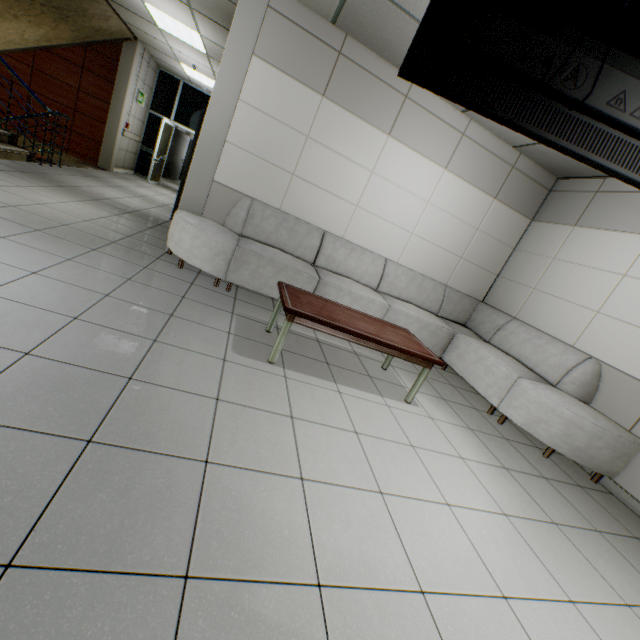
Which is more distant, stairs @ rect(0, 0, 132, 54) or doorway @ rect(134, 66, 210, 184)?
doorway @ rect(134, 66, 210, 184)

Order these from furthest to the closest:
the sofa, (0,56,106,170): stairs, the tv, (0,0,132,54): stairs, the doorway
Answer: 1. the doorway
2. (0,0,132,54): stairs
3. (0,56,106,170): stairs
4. the sofa
5. the tv

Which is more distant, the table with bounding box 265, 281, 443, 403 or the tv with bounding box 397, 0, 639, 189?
the table with bounding box 265, 281, 443, 403

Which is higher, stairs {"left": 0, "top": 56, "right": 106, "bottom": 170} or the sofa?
the sofa

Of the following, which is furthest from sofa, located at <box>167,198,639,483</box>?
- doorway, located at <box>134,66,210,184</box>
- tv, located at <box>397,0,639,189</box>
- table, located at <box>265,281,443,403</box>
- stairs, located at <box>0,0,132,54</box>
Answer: doorway, located at <box>134,66,210,184</box>

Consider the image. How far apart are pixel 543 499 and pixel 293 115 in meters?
4.8

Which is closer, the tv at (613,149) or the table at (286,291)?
the tv at (613,149)

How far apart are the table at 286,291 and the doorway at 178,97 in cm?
933
